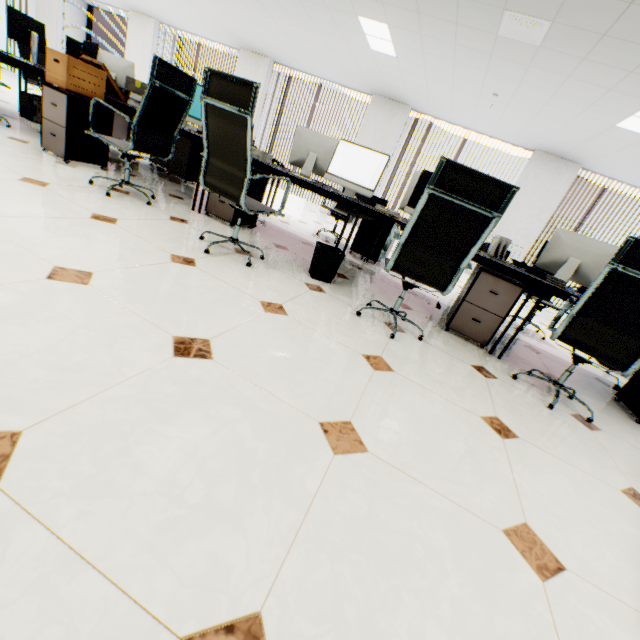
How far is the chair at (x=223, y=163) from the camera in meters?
2.0

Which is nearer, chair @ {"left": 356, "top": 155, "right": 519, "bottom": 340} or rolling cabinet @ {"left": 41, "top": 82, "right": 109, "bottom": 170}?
chair @ {"left": 356, "top": 155, "right": 519, "bottom": 340}

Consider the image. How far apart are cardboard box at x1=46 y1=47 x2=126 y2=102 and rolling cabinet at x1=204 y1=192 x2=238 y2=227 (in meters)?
1.39

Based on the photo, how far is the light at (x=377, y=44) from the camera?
4.7m

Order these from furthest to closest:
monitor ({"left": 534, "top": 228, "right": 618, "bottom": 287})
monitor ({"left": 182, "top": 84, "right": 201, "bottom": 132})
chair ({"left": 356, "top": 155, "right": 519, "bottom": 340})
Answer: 1. monitor ({"left": 182, "top": 84, "right": 201, "bottom": 132})
2. monitor ({"left": 534, "top": 228, "right": 618, "bottom": 287})
3. chair ({"left": 356, "top": 155, "right": 519, "bottom": 340})

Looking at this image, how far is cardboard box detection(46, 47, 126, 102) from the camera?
3.1m

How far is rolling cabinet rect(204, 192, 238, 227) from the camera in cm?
345

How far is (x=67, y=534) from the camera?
0.7 meters
